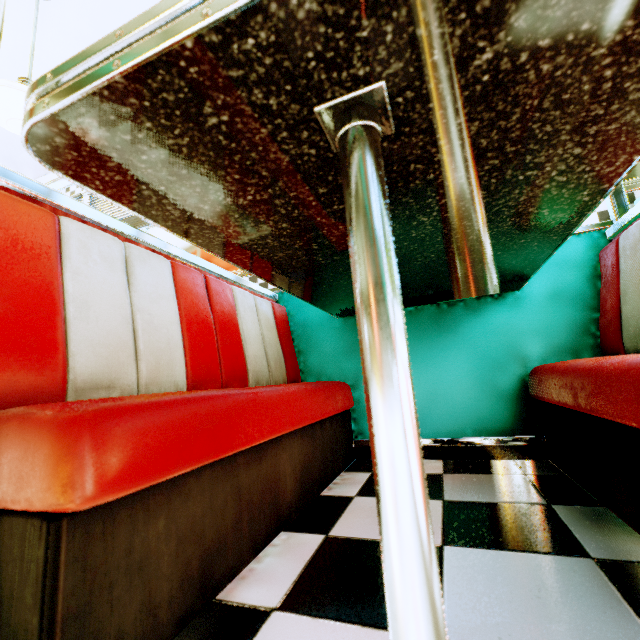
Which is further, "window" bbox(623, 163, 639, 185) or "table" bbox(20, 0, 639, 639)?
"window" bbox(623, 163, 639, 185)

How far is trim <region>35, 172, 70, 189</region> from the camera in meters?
3.2

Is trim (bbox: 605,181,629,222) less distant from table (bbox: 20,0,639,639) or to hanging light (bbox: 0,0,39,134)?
table (bbox: 20,0,639,639)

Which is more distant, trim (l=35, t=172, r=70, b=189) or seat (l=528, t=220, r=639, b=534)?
trim (l=35, t=172, r=70, b=189)

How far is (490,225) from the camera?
0.9m

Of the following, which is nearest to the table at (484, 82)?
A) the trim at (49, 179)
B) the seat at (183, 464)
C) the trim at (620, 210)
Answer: the seat at (183, 464)

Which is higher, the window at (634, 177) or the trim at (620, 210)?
the window at (634, 177)

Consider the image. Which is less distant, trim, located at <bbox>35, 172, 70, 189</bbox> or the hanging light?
the hanging light
